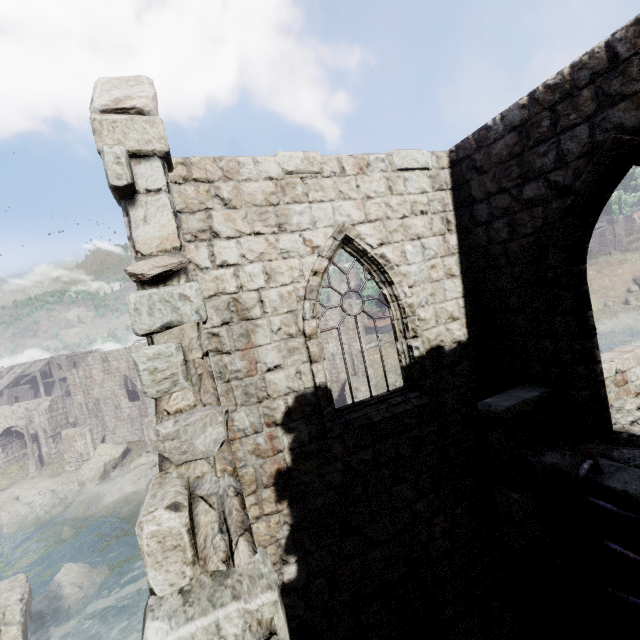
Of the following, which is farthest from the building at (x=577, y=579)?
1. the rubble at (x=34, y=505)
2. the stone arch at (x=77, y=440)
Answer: the rubble at (x=34, y=505)

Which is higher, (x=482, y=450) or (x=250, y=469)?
(x=250, y=469)

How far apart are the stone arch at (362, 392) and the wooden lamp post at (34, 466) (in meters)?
30.51

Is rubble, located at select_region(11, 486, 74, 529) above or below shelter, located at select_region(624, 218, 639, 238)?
below

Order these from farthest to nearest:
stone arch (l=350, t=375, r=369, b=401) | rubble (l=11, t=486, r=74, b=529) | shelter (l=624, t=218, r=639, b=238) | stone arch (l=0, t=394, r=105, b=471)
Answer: shelter (l=624, t=218, r=639, b=238) < stone arch (l=0, t=394, r=105, b=471) < stone arch (l=350, t=375, r=369, b=401) < rubble (l=11, t=486, r=74, b=529)

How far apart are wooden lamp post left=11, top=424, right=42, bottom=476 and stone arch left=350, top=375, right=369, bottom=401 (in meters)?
30.51

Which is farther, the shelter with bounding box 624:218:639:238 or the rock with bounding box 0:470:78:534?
the shelter with bounding box 624:218:639:238

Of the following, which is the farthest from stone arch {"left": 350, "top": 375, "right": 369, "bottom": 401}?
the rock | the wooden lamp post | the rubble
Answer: the wooden lamp post
